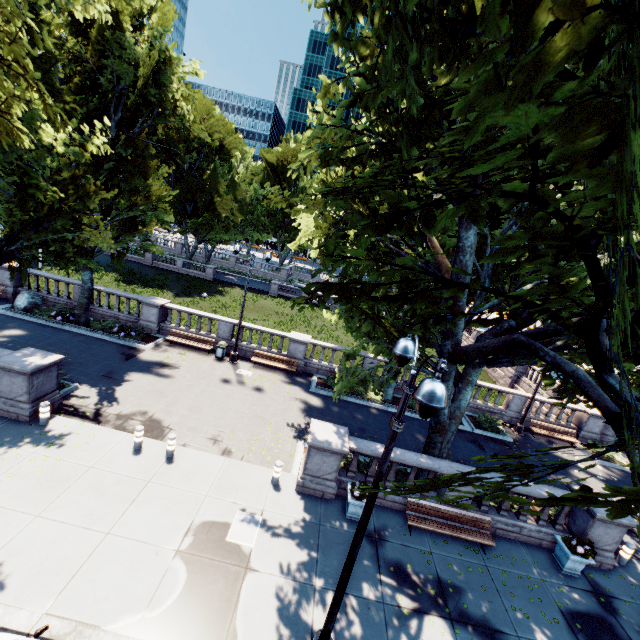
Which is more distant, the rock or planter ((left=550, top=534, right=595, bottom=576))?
the rock

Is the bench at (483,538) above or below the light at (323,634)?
below

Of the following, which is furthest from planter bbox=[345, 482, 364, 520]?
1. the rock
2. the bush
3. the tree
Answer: the rock

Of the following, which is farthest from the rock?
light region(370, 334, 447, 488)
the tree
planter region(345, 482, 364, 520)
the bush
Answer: the bush

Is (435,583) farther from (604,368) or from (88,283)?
(88,283)

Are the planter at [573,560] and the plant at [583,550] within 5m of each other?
yes

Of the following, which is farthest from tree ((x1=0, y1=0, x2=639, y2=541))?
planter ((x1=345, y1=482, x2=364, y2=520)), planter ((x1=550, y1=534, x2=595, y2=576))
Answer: planter ((x1=550, y1=534, x2=595, y2=576))

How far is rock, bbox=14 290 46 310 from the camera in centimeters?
1986cm
